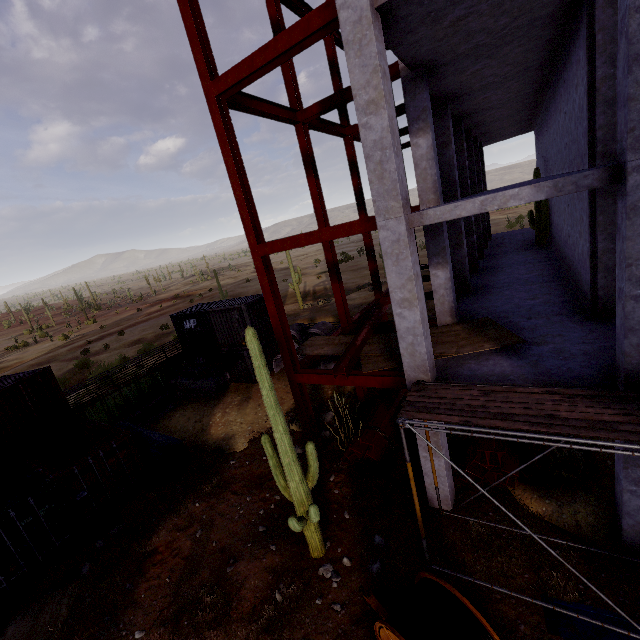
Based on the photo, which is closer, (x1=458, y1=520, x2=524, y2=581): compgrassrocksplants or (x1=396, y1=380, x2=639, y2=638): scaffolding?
(x1=396, y1=380, x2=639, y2=638): scaffolding

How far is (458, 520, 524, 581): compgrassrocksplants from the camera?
7.0m

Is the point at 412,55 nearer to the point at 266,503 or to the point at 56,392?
the point at 266,503

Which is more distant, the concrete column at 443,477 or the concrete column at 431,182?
the concrete column at 431,182

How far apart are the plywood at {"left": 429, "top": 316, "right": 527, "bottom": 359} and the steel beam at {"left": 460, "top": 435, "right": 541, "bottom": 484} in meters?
2.4

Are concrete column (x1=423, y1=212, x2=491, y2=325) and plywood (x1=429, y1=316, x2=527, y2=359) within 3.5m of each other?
no

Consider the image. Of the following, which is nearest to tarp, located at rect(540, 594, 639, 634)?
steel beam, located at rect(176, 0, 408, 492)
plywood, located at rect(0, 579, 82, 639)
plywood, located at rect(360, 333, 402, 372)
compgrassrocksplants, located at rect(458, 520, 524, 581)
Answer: compgrassrocksplants, located at rect(458, 520, 524, 581)

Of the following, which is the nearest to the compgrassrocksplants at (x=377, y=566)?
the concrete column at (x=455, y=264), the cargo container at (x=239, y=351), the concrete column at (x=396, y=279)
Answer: the concrete column at (x=396, y=279)
